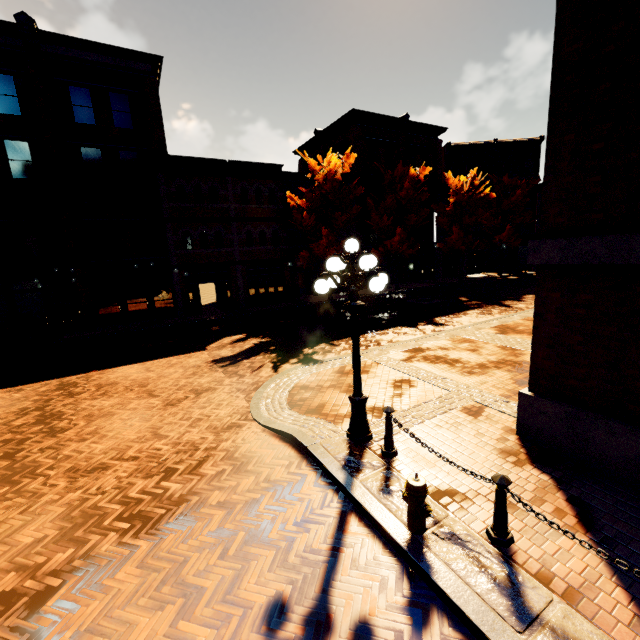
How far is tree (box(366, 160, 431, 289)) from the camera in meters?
24.3

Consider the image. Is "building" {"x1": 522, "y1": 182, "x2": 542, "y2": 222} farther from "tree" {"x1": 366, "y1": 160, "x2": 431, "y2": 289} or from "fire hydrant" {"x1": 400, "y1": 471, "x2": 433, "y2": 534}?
"fire hydrant" {"x1": 400, "y1": 471, "x2": 433, "y2": 534}

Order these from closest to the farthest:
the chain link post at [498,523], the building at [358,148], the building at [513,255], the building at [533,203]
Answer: the chain link post at [498,523] < the building at [358,148] < the building at [533,203] < the building at [513,255]

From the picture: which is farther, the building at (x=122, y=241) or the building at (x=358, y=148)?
the building at (x=358, y=148)

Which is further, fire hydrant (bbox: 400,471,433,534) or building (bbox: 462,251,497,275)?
building (bbox: 462,251,497,275)

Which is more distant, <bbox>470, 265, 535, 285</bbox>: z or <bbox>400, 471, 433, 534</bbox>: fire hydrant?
<bbox>470, 265, 535, 285</bbox>: z

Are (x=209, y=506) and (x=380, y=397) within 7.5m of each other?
yes

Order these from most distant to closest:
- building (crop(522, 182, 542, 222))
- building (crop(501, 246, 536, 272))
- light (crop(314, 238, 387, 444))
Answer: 1. building (crop(501, 246, 536, 272))
2. building (crop(522, 182, 542, 222))
3. light (crop(314, 238, 387, 444))
